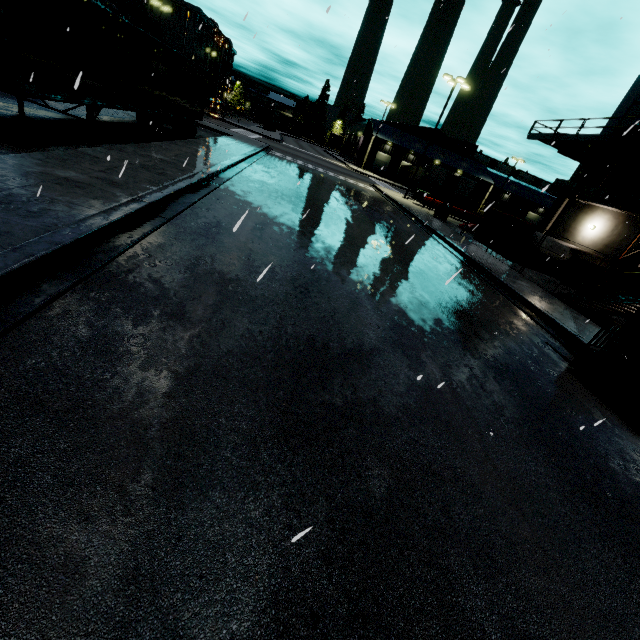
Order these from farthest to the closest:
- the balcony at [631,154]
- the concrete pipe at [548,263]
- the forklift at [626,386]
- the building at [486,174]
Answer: the building at [486,174] → the concrete pipe at [548,263] → the balcony at [631,154] → the forklift at [626,386]

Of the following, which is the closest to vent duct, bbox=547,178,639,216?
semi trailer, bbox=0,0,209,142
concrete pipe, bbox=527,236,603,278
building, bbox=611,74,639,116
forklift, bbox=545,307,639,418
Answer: building, bbox=611,74,639,116

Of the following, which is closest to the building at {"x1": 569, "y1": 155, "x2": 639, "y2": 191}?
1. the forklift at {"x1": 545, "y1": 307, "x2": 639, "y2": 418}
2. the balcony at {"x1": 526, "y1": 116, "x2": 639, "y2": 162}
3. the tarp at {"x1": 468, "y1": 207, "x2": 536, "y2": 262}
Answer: the balcony at {"x1": 526, "y1": 116, "x2": 639, "y2": 162}

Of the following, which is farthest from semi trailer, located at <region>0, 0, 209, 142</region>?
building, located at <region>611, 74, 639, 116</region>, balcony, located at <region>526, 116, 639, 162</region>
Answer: balcony, located at <region>526, 116, 639, 162</region>

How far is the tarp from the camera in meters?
15.8 m

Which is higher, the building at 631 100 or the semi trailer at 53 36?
the building at 631 100

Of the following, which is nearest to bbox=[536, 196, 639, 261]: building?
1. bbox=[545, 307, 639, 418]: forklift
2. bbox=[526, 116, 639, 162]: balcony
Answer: bbox=[526, 116, 639, 162]: balcony

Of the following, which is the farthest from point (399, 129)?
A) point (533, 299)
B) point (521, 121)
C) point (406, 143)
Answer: point (533, 299)
